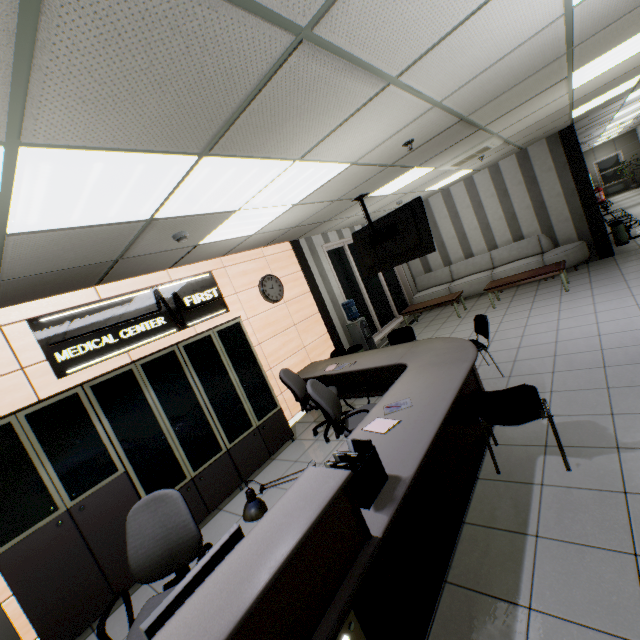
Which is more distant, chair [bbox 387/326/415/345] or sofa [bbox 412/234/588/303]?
sofa [bbox 412/234/588/303]

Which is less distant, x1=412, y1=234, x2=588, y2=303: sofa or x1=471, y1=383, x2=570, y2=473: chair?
x1=471, y1=383, x2=570, y2=473: chair

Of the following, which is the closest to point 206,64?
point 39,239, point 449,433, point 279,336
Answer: point 39,239

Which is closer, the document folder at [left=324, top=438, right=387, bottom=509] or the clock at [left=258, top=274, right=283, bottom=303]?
the document folder at [left=324, top=438, right=387, bottom=509]

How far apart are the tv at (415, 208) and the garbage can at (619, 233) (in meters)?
7.07

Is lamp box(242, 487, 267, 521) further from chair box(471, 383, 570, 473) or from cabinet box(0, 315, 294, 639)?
cabinet box(0, 315, 294, 639)

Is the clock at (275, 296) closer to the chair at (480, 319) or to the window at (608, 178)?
the chair at (480, 319)

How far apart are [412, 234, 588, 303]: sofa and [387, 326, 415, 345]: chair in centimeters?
441cm
